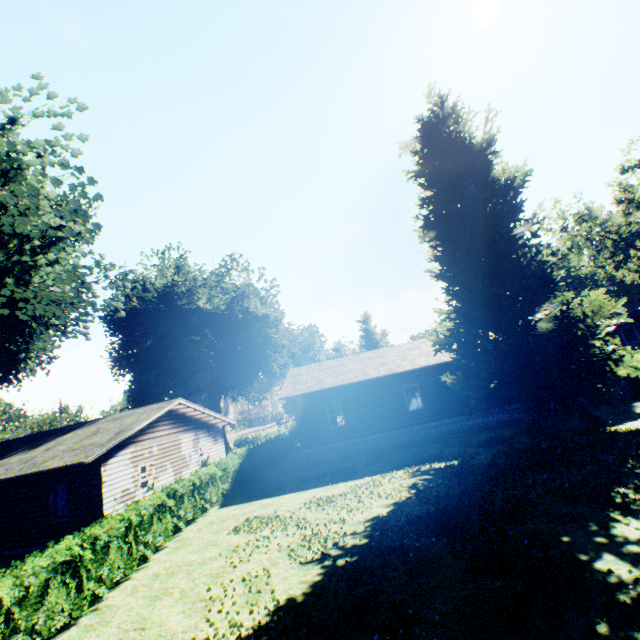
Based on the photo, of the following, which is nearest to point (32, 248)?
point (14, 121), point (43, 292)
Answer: point (43, 292)

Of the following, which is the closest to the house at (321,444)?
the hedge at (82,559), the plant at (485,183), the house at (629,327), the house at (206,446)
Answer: the plant at (485,183)

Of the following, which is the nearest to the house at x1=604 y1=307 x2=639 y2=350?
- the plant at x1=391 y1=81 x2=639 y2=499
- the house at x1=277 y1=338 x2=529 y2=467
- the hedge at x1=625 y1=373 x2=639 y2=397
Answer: the hedge at x1=625 y1=373 x2=639 y2=397

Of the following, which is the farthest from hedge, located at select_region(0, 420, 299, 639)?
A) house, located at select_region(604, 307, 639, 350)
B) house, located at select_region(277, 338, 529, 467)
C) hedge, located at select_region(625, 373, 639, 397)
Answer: house, located at select_region(604, 307, 639, 350)

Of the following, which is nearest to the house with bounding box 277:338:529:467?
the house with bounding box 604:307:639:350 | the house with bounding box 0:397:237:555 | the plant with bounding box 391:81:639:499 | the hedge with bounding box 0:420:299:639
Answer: the plant with bounding box 391:81:639:499

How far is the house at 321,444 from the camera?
19.67m

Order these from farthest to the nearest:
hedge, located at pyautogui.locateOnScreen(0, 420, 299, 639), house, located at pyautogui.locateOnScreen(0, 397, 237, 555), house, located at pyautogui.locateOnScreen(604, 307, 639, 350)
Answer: → house, located at pyautogui.locateOnScreen(604, 307, 639, 350) → house, located at pyautogui.locateOnScreen(0, 397, 237, 555) → hedge, located at pyautogui.locateOnScreen(0, 420, 299, 639)

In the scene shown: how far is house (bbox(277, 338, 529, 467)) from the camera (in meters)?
19.67
